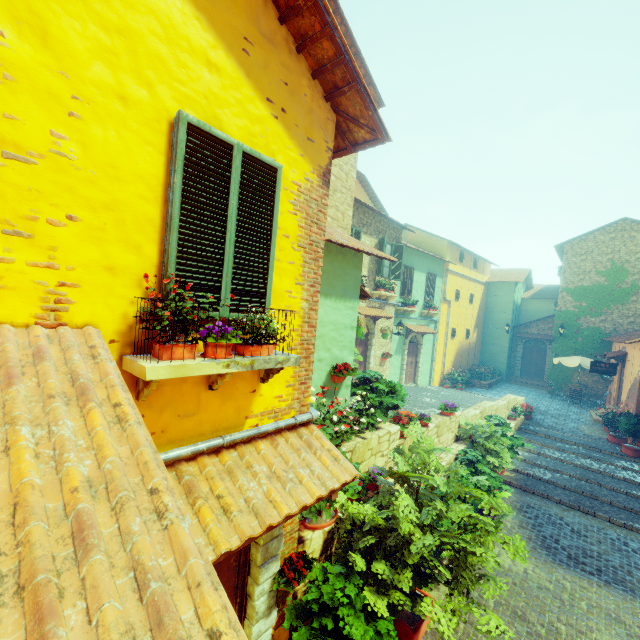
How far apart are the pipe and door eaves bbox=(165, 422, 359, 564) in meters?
0.0 m

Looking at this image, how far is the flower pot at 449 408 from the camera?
9.56m

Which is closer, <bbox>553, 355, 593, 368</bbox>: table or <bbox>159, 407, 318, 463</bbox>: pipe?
<bbox>159, 407, 318, 463</bbox>: pipe

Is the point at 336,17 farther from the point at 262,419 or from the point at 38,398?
the point at 38,398

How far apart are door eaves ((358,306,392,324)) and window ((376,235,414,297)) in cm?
136

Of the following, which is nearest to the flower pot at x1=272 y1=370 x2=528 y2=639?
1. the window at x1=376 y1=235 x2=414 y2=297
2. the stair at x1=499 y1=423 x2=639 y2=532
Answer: the stair at x1=499 y1=423 x2=639 y2=532

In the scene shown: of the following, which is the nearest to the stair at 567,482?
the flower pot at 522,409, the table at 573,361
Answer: the flower pot at 522,409

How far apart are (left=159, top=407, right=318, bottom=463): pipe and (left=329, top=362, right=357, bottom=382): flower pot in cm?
159
